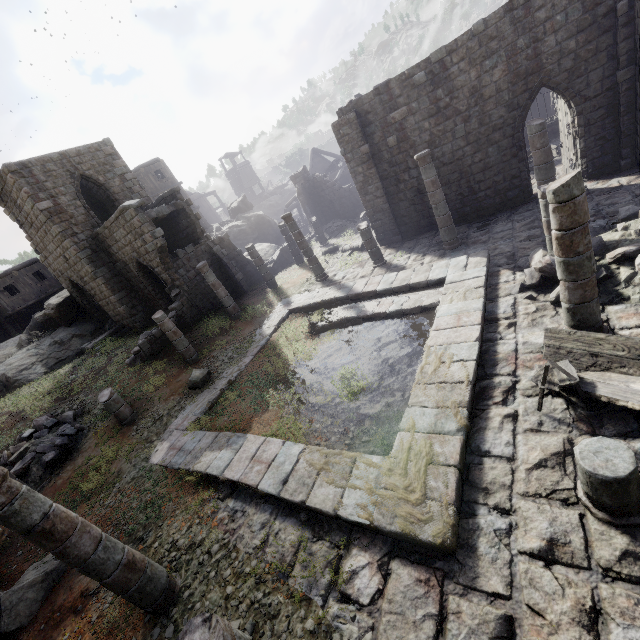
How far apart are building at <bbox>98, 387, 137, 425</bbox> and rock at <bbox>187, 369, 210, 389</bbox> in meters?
2.1

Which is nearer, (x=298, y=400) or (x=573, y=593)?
(x=573, y=593)

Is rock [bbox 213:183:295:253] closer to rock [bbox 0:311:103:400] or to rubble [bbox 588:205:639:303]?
rock [bbox 0:311:103:400]

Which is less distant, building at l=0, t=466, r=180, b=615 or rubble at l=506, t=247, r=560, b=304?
building at l=0, t=466, r=180, b=615

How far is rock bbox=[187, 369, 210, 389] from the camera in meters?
A: 12.5 m

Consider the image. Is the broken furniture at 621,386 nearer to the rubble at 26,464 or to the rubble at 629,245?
the rubble at 629,245

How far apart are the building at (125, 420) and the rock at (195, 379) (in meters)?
2.07

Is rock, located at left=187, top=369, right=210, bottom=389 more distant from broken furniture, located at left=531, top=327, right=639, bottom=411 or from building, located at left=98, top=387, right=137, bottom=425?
broken furniture, located at left=531, top=327, right=639, bottom=411
